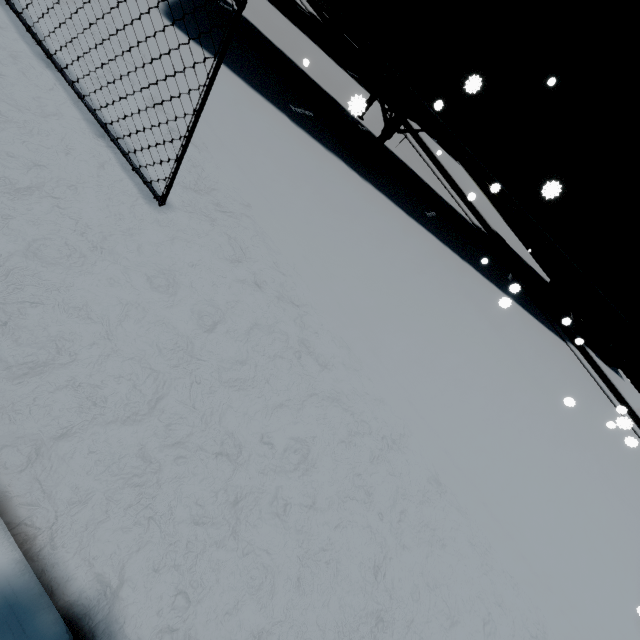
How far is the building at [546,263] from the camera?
14.3m

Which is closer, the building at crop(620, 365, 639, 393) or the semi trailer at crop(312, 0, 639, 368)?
the semi trailer at crop(312, 0, 639, 368)

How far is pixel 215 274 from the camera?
2.5m

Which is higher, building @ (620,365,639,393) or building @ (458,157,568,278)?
building @ (458,157,568,278)

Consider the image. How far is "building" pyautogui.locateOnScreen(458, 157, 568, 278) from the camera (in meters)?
A: 14.34

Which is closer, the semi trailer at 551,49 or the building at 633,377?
the semi trailer at 551,49

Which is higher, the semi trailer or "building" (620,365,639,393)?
the semi trailer
